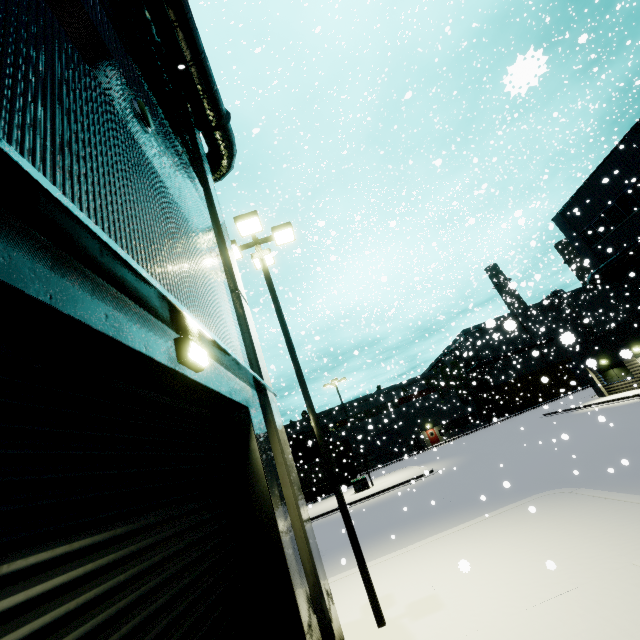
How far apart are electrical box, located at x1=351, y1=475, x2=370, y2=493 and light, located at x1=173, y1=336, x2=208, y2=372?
28.04m

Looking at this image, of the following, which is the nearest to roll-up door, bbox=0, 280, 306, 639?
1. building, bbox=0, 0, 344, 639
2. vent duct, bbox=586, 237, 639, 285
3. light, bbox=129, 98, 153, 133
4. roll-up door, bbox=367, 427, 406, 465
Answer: building, bbox=0, 0, 344, 639

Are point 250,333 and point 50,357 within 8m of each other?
yes

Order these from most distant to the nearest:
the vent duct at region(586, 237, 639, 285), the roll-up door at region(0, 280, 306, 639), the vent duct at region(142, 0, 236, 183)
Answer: the vent duct at region(586, 237, 639, 285)
the vent duct at region(142, 0, 236, 183)
the roll-up door at region(0, 280, 306, 639)

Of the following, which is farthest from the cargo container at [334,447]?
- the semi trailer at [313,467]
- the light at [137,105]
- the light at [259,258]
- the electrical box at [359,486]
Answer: the light at [137,105]

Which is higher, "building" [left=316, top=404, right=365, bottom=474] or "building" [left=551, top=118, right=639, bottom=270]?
"building" [left=551, top=118, right=639, bottom=270]

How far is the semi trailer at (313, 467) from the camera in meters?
33.2 m

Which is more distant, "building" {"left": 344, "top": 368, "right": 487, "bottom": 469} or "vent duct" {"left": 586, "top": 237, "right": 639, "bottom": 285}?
"building" {"left": 344, "top": 368, "right": 487, "bottom": 469}
